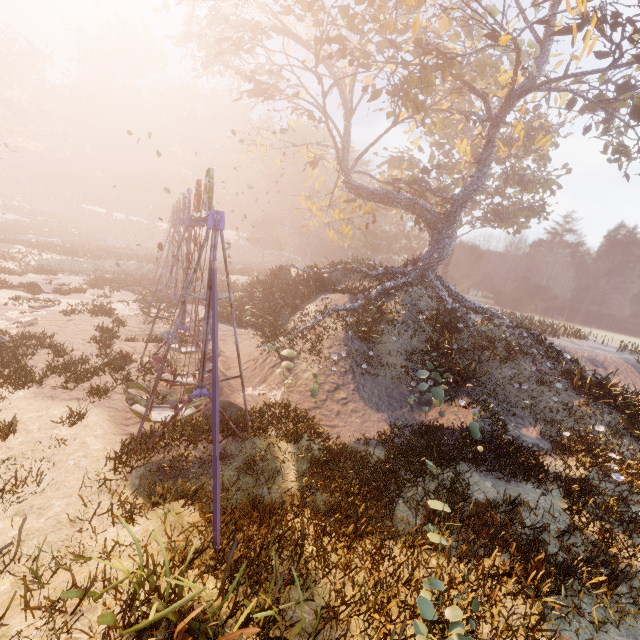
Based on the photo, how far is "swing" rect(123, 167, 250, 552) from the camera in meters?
6.9 m

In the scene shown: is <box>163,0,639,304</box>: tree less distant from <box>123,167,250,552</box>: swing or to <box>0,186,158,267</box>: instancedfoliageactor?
<box>123,167,250,552</box>: swing

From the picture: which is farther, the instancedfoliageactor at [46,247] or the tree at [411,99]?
the instancedfoliageactor at [46,247]

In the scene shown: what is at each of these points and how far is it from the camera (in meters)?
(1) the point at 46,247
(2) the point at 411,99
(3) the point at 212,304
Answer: (1) instancedfoliageactor, 33.66
(2) tree, 22.33
(3) swing, 7.11

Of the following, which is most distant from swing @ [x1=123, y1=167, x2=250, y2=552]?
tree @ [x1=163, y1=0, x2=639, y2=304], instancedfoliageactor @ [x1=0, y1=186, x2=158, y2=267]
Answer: instancedfoliageactor @ [x1=0, y1=186, x2=158, y2=267]

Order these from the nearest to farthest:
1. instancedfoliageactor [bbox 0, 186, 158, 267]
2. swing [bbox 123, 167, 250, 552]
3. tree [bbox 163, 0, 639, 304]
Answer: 1. swing [bbox 123, 167, 250, 552]
2. tree [bbox 163, 0, 639, 304]
3. instancedfoliageactor [bbox 0, 186, 158, 267]

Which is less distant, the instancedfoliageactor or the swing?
the swing

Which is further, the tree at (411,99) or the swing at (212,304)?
the tree at (411,99)
